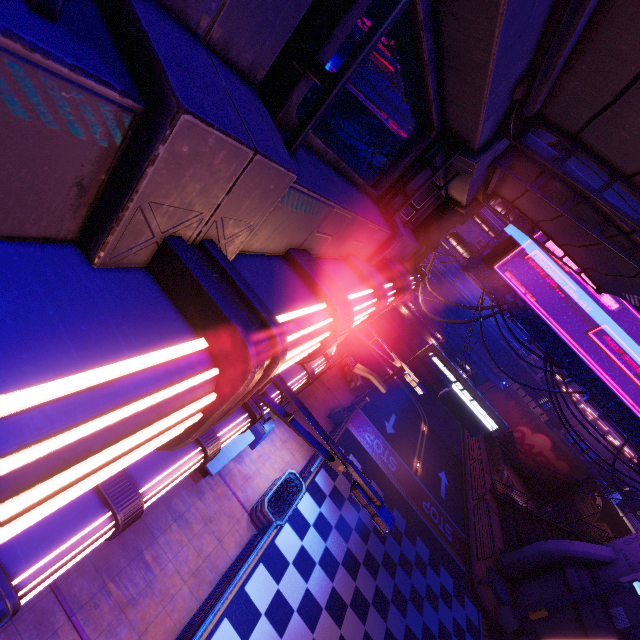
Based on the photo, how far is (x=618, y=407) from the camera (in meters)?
14.07

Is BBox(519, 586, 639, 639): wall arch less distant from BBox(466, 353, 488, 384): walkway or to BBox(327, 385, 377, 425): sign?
BBox(327, 385, 377, 425): sign

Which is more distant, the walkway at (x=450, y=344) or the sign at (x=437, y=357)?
the walkway at (x=450, y=344)

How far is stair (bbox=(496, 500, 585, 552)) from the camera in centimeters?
2358cm

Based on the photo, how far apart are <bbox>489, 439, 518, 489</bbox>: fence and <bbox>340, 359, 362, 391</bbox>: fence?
20.3m

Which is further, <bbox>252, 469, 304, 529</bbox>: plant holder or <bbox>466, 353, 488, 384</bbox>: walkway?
<bbox>466, 353, 488, 384</bbox>: walkway

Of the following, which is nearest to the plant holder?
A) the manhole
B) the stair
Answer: the manhole

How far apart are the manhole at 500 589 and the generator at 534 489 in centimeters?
1940cm
